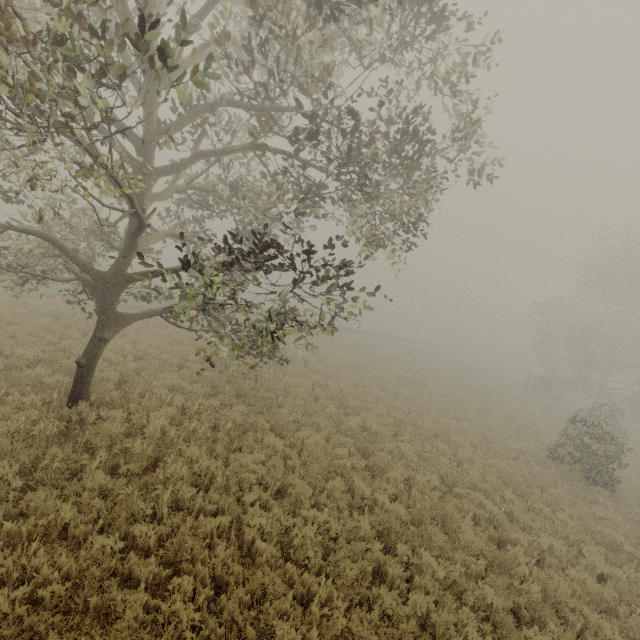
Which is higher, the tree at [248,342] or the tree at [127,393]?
the tree at [248,342]

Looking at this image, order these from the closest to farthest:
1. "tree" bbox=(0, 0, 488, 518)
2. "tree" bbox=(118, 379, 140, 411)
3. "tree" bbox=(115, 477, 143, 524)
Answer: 1. "tree" bbox=(0, 0, 488, 518)
2. "tree" bbox=(115, 477, 143, 524)
3. "tree" bbox=(118, 379, 140, 411)

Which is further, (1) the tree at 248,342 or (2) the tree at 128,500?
(2) the tree at 128,500

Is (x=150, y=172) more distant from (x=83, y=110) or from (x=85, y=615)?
(x=85, y=615)

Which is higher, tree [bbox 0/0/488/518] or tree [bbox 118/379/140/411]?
tree [bbox 0/0/488/518]

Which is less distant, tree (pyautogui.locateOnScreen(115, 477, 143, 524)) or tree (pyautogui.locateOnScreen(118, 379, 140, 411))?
tree (pyautogui.locateOnScreen(115, 477, 143, 524))
